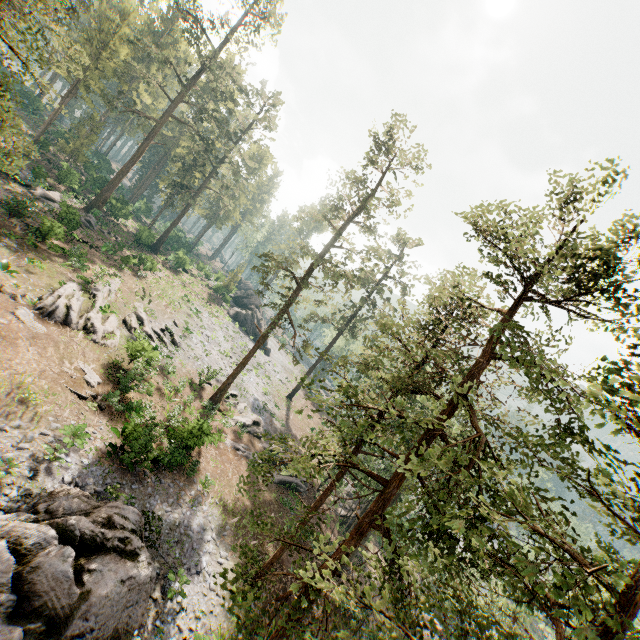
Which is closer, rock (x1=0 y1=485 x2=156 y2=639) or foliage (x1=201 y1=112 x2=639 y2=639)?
foliage (x1=201 y1=112 x2=639 y2=639)

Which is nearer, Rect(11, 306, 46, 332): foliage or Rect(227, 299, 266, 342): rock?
Rect(11, 306, 46, 332): foliage

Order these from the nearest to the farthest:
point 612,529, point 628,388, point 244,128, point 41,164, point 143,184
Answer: point 612,529 < point 628,388 < point 41,164 < point 244,128 < point 143,184

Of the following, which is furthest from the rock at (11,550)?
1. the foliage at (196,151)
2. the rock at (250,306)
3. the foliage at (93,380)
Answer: the rock at (250,306)

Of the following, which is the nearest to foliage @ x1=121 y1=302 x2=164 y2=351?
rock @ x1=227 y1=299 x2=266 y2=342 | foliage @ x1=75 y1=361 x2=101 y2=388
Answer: rock @ x1=227 y1=299 x2=266 y2=342

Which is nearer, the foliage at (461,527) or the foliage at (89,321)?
the foliage at (461,527)

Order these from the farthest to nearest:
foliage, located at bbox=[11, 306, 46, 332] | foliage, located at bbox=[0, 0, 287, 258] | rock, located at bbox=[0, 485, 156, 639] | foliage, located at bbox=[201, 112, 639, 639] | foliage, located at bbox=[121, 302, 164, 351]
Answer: foliage, located at bbox=[121, 302, 164, 351], foliage, located at bbox=[11, 306, 46, 332], foliage, located at bbox=[0, 0, 287, 258], rock, located at bbox=[0, 485, 156, 639], foliage, located at bbox=[201, 112, 639, 639]

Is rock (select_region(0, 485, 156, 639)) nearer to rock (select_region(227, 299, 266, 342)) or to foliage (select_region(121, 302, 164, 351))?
foliage (select_region(121, 302, 164, 351))
